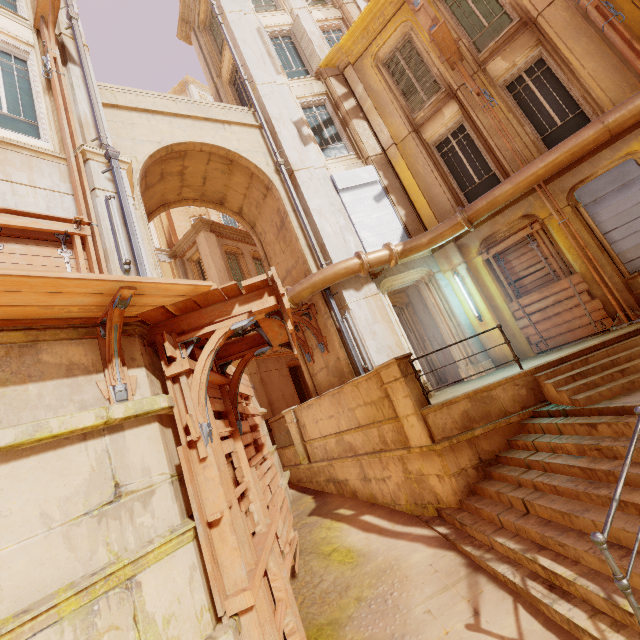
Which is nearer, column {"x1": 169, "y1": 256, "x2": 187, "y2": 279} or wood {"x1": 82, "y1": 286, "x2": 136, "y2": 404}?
wood {"x1": 82, "y1": 286, "x2": 136, "y2": 404}

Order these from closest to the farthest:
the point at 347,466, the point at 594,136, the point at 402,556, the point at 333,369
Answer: the point at 402,556, the point at 594,136, the point at 347,466, the point at 333,369

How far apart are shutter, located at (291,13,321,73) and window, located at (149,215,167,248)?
12.94m

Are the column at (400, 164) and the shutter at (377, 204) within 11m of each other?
yes

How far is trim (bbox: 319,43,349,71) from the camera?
11.6 meters

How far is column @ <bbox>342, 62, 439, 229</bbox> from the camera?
10.2m

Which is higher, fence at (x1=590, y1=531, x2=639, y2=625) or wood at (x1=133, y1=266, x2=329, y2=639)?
wood at (x1=133, y1=266, x2=329, y2=639)

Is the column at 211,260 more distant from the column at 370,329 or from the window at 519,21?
the window at 519,21
